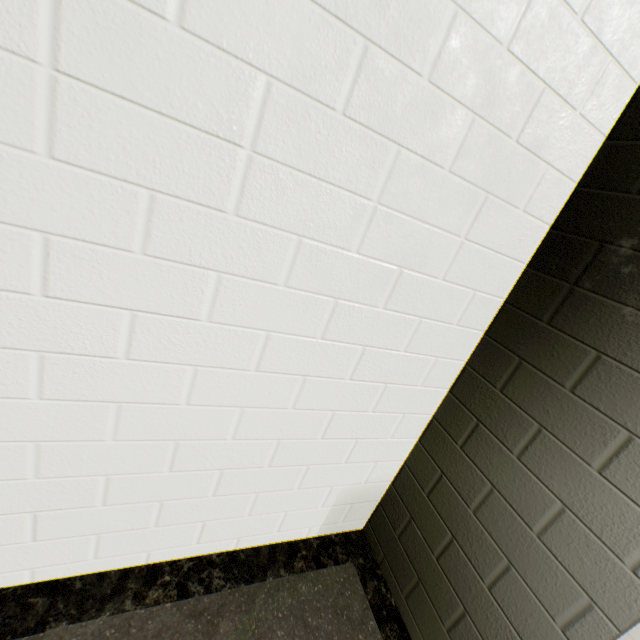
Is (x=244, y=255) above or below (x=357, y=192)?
below
